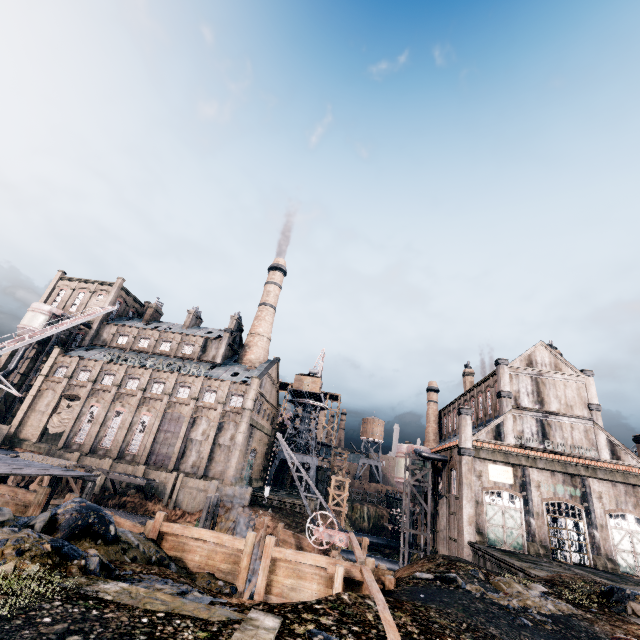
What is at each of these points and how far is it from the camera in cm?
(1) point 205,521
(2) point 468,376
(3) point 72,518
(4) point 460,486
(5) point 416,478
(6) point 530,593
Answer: (1) wooden scaffolding, 3259
(2) chimney, 5506
(3) stone debris, 1147
(4) building, 3500
(5) silo, 4175
(6) stone debris, 1453

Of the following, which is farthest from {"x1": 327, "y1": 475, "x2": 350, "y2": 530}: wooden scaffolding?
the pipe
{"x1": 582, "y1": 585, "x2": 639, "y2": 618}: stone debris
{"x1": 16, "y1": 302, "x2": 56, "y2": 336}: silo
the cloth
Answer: {"x1": 16, "y1": 302, "x2": 56, "y2": 336}: silo

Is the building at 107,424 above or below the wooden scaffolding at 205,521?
above

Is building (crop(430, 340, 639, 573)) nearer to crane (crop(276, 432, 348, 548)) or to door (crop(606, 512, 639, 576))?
door (crop(606, 512, 639, 576))

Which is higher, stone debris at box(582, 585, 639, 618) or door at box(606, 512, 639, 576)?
door at box(606, 512, 639, 576)

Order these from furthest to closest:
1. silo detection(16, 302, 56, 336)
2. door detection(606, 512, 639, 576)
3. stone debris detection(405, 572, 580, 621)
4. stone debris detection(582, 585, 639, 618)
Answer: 1. silo detection(16, 302, 56, 336)
2. door detection(606, 512, 639, 576)
3. stone debris detection(582, 585, 639, 618)
4. stone debris detection(405, 572, 580, 621)

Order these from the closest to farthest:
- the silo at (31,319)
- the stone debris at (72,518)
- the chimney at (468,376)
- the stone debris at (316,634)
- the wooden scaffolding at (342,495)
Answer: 1. the stone debris at (316,634)
2. the stone debris at (72,518)
3. the wooden scaffolding at (342,495)
4. the chimney at (468,376)
5. the silo at (31,319)

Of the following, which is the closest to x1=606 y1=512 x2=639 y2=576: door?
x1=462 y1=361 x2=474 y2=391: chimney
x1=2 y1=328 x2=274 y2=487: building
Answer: x1=2 y1=328 x2=274 y2=487: building
